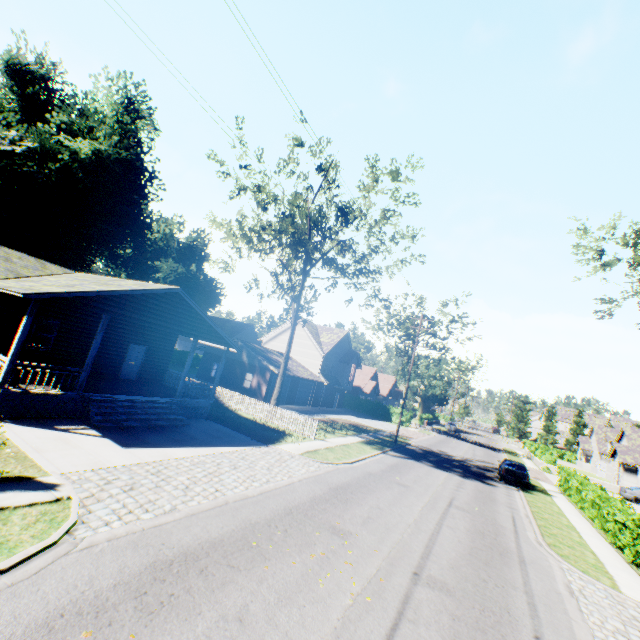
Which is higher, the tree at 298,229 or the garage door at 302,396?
the tree at 298,229

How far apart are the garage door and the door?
19.9m

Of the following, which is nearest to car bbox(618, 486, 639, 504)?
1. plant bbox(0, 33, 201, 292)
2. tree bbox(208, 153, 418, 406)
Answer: tree bbox(208, 153, 418, 406)

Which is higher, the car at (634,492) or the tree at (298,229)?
the tree at (298,229)

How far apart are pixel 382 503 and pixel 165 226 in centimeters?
5991cm

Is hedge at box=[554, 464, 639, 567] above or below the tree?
below

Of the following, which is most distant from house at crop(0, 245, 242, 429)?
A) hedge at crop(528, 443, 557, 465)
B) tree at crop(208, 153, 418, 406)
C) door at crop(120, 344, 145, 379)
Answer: hedge at crop(528, 443, 557, 465)

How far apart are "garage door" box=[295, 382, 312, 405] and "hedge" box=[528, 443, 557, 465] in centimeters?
2927cm
